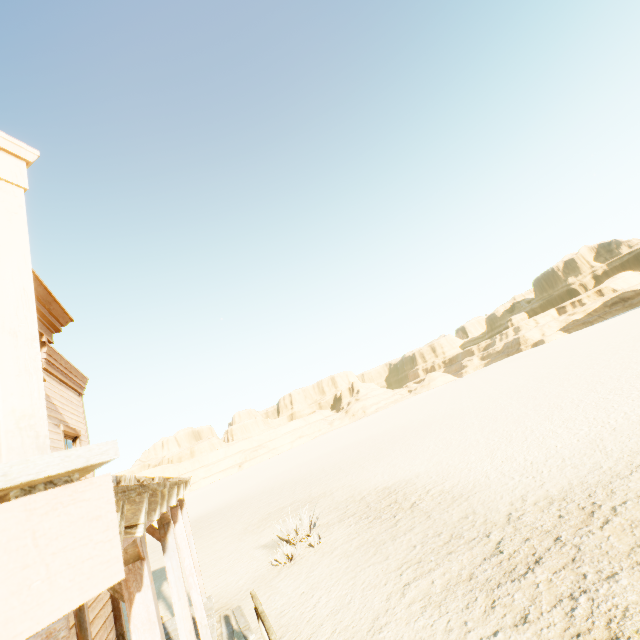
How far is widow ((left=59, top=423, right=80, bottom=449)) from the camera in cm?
711

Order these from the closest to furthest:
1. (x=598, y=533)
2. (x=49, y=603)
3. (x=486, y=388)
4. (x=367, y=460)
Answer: (x=49, y=603)
(x=598, y=533)
(x=367, y=460)
(x=486, y=388)

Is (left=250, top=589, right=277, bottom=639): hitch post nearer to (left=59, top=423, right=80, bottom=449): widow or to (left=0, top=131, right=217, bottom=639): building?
(left=0, top=131, right=217, bottom=639): building

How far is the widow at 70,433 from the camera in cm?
711

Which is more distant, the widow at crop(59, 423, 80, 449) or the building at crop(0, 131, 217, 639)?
the widow at crop(59, 423, 80, 449)

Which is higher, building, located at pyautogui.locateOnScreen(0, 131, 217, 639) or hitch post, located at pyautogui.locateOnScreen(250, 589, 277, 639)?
building, located at pyautogui.locateOnScreen(0, 131, 217, 639)

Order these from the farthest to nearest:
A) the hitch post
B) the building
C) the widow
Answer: the widow → the hitch post → the building

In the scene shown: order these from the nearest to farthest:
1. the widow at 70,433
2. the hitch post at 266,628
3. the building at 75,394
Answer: the building at 75,394, the hitch post at 266,628, the widow at 70,433
